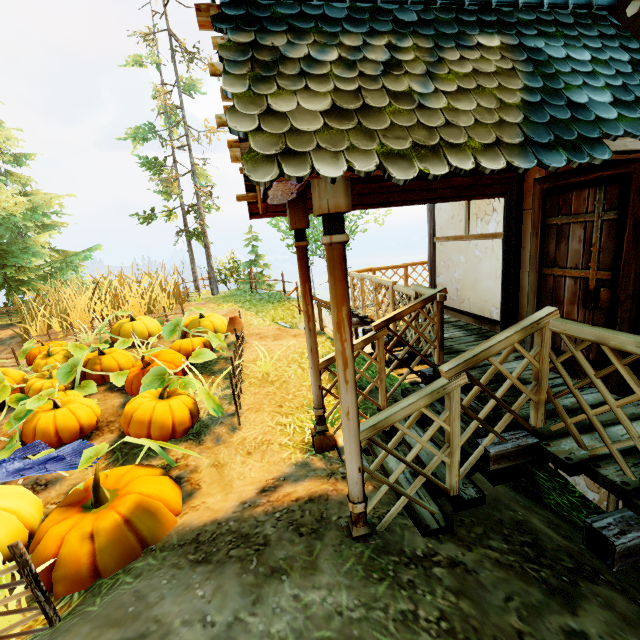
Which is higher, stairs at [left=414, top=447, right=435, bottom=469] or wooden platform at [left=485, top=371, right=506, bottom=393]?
wooden platform at [left=485, top=371, right=506, bottom=393]

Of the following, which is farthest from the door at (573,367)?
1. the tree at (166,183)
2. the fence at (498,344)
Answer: the tree at (166,183)

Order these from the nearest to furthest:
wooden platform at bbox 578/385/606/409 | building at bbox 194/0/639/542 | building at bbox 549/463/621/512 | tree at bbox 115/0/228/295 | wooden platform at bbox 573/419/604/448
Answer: building at bbox 194/0/639/542 < wooden platform at bbox 573/419/604/448 < wooden platform at bbox 578/385/606/409 < building at bbox 549/463/621/512 < tree at bbox 115/0/228/295

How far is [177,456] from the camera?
4.41m

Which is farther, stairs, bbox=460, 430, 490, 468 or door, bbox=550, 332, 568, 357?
door, bbox=550, 332, 568, 357

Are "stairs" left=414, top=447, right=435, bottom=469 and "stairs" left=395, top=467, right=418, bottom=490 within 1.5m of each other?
yes

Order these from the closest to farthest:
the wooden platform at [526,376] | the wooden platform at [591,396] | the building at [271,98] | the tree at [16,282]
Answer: the building at [271,98], the wooden platform at [591,396], the wooden platform at [526,376], the tree at [16,282]

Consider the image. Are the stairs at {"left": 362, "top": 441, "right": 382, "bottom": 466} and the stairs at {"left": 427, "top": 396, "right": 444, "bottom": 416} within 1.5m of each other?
yes
